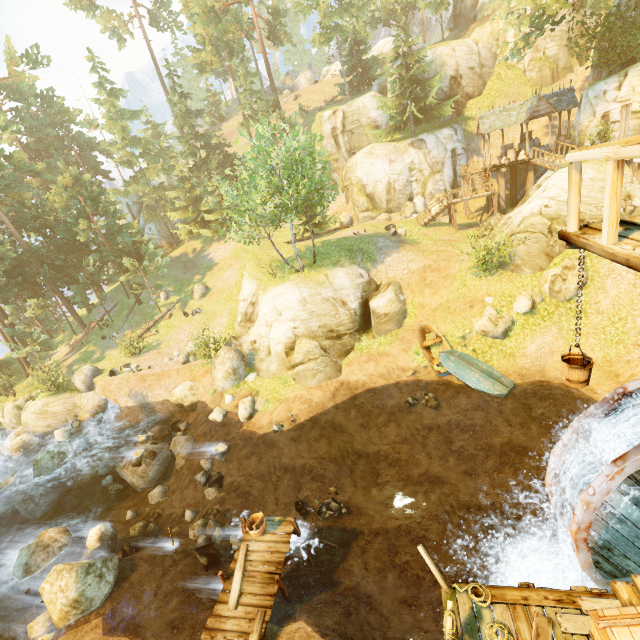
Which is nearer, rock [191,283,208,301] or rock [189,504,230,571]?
rock [189,504,230,571]

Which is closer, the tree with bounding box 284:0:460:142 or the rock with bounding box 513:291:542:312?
the rock with bounding box 513:291:542:312

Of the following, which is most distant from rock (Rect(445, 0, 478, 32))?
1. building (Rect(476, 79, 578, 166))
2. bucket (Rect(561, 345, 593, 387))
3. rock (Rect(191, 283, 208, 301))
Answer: bucket (Rect(561, 345, 593, 387))

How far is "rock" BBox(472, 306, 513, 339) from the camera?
16.7 meters

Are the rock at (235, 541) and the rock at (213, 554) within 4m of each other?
yes

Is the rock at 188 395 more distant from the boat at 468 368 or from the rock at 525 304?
the rock at 525 304

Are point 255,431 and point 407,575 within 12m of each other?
yes

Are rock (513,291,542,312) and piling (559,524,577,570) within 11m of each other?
yes
